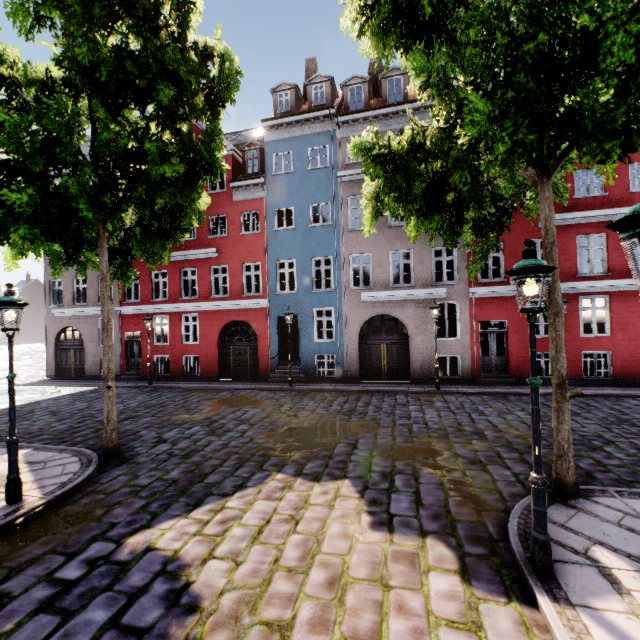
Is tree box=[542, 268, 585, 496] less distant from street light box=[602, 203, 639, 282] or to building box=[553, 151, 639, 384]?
building box=[553, 151, 639, 384]

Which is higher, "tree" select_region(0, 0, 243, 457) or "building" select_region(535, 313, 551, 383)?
"tree" select_region(0, 0, 243, 457)

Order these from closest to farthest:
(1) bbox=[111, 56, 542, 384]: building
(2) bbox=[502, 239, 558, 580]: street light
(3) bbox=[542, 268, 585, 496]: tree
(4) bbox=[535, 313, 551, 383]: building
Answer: (2) bbox=[502, 239, 558, 580]: street light
(3) bbox=[542, 268, 585, 496]: tree
(4) bbox=[535, 313, 551, 383]: building
(1) bbox=[111, 56, 542, 384]: building

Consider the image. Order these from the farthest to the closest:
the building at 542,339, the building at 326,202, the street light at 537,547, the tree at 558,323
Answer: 1. the building at 326,202
2. the building at 542,339
3. the tree at 558,323
4. the street light at 537,547

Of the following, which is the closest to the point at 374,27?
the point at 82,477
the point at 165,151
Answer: the point at 165,151

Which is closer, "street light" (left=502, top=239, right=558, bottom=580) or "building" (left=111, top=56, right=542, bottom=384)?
"street light" (left=502, top=239, right=558, bottom=580)

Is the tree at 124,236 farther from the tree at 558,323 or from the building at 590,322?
the building at 590,322

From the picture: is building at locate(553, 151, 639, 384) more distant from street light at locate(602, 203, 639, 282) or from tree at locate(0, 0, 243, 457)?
tree at locate(0, 0, 243, 457)
